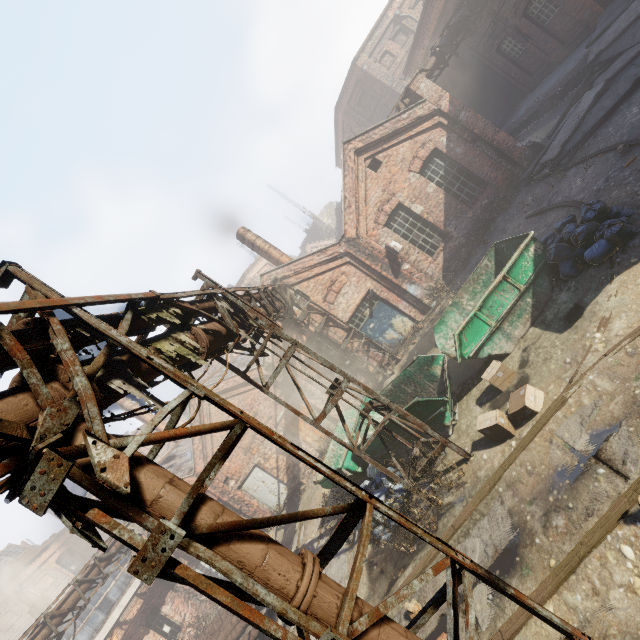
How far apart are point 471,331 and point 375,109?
29.8m

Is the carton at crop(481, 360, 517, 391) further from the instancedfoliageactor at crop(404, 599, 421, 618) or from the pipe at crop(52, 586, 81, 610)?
the instancedfoliageactor at crop(404, 599, 421, 618)

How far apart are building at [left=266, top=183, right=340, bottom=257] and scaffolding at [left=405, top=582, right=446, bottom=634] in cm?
4511

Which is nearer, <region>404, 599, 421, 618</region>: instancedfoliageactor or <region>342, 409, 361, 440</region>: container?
<region>404, 599, 421, 618</region>: instancedfoliageactor

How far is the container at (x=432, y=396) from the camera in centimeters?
772cm

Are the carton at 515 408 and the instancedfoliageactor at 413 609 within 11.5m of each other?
yes

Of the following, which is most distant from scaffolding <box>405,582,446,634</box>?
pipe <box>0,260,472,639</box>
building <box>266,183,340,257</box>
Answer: building <box>266,183,340,257</box>

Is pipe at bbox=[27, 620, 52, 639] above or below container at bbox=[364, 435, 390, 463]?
above
